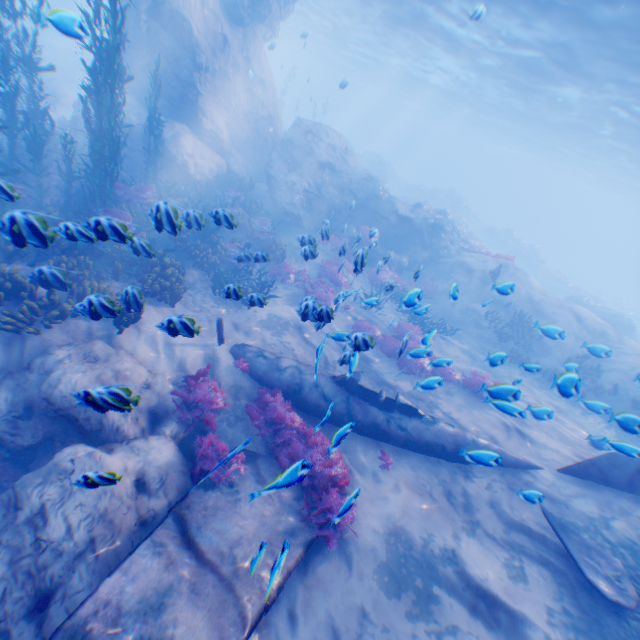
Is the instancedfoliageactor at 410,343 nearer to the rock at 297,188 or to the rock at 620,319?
the rock at 297,188

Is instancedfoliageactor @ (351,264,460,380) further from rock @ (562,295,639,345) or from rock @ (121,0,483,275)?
rock @ (562,295,639,345)

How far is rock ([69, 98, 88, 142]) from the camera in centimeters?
1472cm

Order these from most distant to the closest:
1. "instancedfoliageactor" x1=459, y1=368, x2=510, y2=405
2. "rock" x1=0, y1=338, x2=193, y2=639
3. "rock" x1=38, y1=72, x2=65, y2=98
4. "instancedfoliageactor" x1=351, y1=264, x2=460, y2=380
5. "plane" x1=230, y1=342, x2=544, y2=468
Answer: "rock" x1=38, y1=72, x2=65, y2=98 → "plane" x1=230, y1=342, x2=544, y2=468 → "instancedfoliageactor" x1=351, y1=264, x2=460, y2=380 → "instancedfoliageactor" x1=459, y1=368, x2=510, y2=405 → "rock" x1=0, y1=338, x2=193, y2=639

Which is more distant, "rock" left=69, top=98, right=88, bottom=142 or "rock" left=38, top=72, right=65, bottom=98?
"rock" left=38, top=72, right=65, bottom=98

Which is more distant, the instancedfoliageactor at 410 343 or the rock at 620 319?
the rock at 620 319

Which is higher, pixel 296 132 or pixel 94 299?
pixel 296 132

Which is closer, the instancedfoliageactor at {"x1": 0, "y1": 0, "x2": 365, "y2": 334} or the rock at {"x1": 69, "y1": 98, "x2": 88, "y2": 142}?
the instancedfoliageactor at {"x1": 0, "y1": 0, "x2": 365, "y2": 334}
